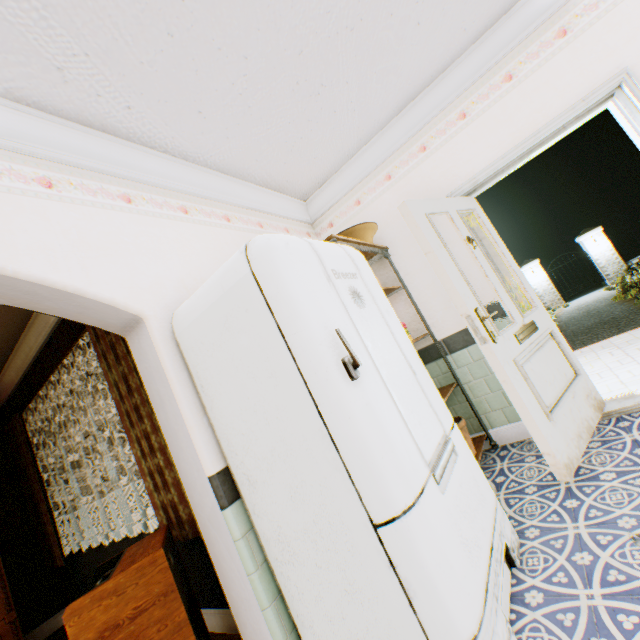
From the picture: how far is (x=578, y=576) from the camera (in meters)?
1.45

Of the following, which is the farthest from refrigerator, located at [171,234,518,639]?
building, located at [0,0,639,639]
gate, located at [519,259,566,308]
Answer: gate, located at [519,259,566,308]

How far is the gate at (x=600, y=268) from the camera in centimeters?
1298cm

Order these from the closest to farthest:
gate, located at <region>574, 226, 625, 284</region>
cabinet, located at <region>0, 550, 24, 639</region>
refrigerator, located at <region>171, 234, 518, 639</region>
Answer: → refrigerator, located at <region>171, 234, 518, 639</region> < cabinet, located at <region>0, 550, 24, 639</region> < gate, located at <region>574, 226, 625, 284</region>

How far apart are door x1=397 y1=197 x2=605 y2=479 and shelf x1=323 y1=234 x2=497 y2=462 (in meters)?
0.48

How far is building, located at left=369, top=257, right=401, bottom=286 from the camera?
3.39m

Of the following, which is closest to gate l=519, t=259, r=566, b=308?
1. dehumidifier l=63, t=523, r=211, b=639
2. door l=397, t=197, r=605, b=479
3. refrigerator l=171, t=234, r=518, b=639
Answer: door l=397, t=197, r=605, b=479

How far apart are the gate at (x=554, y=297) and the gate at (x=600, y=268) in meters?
1.4 m
